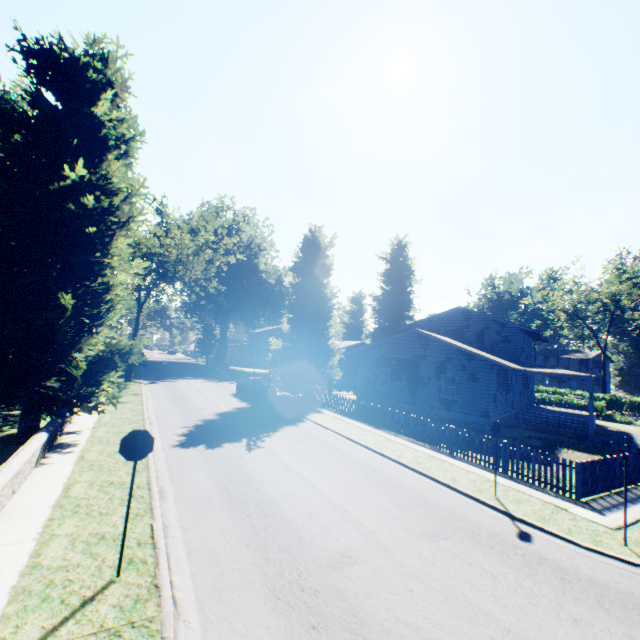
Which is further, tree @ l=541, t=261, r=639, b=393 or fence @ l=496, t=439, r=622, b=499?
tree @ l=541, t=261, r=639, b=393

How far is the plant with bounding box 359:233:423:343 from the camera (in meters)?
51.66

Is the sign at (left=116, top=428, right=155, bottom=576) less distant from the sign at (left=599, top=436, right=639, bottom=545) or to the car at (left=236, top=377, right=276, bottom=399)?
the sign at (left=599, top=436, right=639, bottom=545)

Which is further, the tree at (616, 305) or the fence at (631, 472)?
the tree at (616, 305)

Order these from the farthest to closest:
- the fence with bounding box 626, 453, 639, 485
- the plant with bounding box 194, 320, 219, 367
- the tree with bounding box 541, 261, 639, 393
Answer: the plant with bounding box 194, 320, 219, 367, the tree with bounding box 541, 261, 639, 393, the fence with bounding box 626, 453, 639, 485

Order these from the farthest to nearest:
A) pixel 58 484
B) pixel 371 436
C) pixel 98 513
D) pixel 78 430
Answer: pixel 371 436, pixel 78 430, pixel 58 484, pixel 98 513
